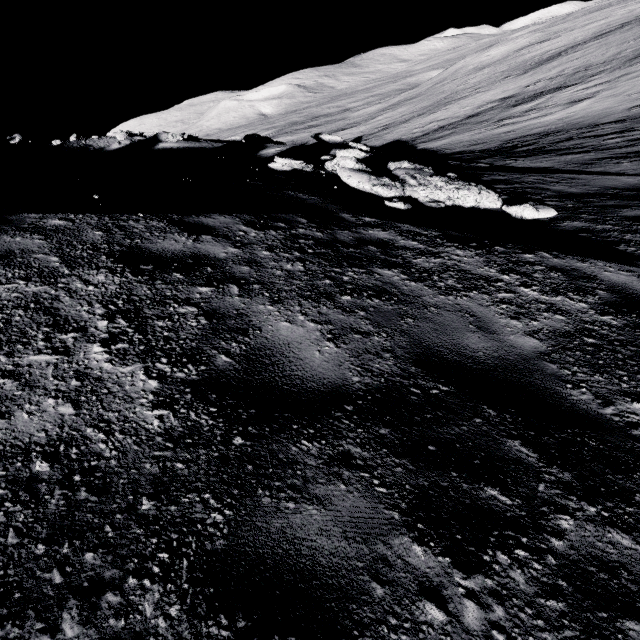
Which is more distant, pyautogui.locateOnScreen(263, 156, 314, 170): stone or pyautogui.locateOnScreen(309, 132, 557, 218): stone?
pyautogui.locateOnScreen(263, 156, 314, 170): stone

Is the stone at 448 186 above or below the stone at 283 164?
below

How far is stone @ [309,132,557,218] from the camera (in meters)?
6.92

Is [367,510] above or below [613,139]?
above

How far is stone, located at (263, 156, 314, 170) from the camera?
8.5 meters

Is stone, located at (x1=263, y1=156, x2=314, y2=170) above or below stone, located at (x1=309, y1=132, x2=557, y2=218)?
above

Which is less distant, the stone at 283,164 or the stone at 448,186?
the stone at 448,186
